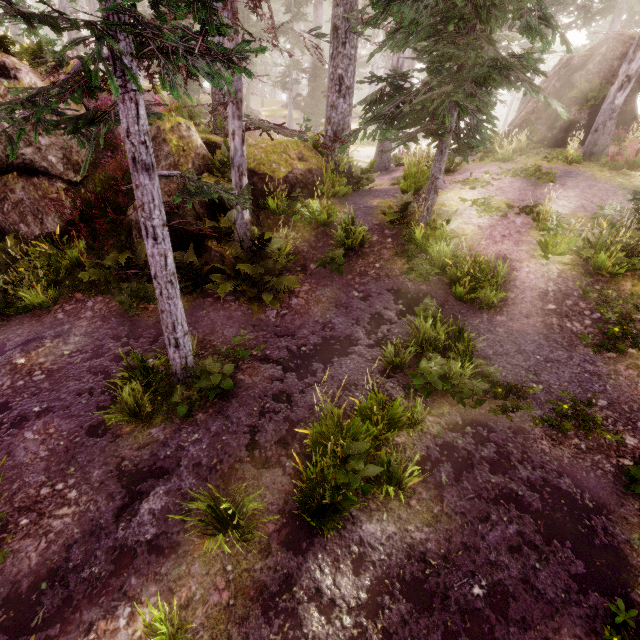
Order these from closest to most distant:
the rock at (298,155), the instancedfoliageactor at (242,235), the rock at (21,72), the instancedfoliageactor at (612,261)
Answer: the instancedfoliageactor at (242,235), the instancedfoliageactor at (612,261), the rock at (21,72), the rock at (298,155)

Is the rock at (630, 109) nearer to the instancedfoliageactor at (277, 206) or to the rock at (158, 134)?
the instancedfoliageactor at (277, 206)

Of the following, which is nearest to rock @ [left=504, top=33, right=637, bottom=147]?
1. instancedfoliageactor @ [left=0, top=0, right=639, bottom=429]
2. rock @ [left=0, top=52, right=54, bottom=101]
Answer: instancedfoliageactor @ [left=0, top=0, right=639, bottom=429]

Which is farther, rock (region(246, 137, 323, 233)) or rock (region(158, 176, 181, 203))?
rock (region(246, 137, 323, 233))

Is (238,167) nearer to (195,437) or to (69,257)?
(69,257)

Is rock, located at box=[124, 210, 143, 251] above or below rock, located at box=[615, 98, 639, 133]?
below

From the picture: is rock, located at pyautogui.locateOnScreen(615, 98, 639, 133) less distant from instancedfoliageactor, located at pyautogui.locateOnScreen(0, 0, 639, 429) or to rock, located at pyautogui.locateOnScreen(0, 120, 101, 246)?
instancedfoliageactor, located at pyautogui.locateOnScreen(0, 0, 639, 429)
